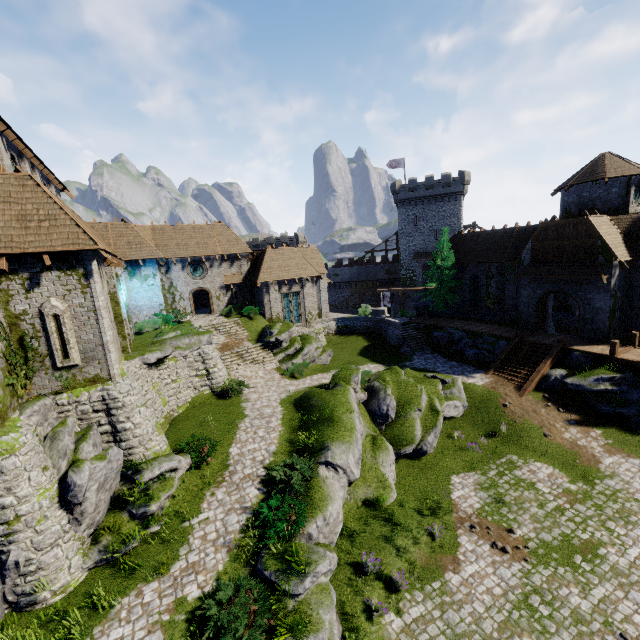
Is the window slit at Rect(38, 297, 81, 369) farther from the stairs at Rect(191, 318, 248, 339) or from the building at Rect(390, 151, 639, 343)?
the building at Rect(390, 151, 639, 343)

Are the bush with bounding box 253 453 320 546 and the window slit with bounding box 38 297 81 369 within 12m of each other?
yes

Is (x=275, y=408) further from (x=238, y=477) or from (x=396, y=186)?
(x=396, y=186)

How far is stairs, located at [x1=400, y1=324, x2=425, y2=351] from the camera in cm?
3145

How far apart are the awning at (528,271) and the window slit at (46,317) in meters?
30.0

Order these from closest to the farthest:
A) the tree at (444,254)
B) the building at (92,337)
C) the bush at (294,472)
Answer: the bush at (294,472), the building at (92,337), the tree at (444,254)

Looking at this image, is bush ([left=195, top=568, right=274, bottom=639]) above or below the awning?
below

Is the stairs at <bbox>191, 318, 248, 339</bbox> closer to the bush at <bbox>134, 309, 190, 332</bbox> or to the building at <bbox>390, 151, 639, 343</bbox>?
the bush at <bbox>134, 309, 190, 332</bbox>
